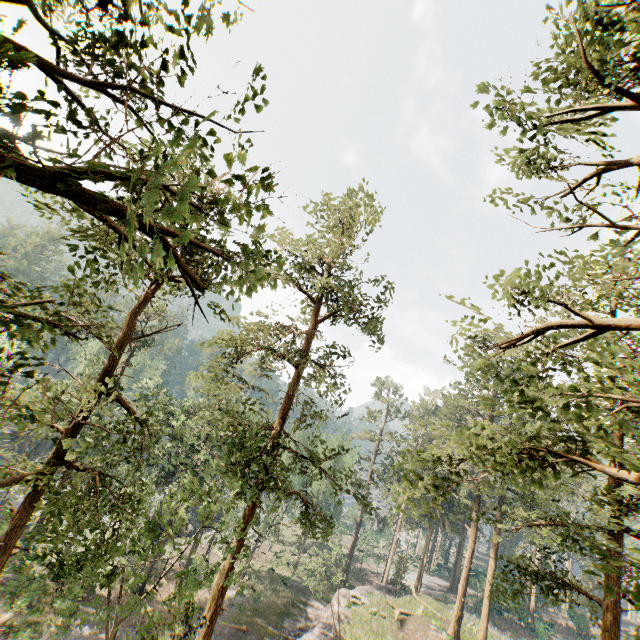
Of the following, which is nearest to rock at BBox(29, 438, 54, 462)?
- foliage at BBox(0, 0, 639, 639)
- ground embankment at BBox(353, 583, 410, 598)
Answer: foliage at BBox(0, 0, 639, 639)

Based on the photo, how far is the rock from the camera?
46.6m

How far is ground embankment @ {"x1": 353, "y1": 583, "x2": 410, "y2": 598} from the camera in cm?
3441

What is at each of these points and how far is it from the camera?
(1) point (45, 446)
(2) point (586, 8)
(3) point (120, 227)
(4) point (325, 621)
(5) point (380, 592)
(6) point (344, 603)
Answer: (1) rock, 48.2m
(2) foliage, 7.3m
(3) foliage, 14.2m
(4) ground embankment, 26.8m
(5) ground embankment, 38.6m
(6) ground embankment, 31.7m

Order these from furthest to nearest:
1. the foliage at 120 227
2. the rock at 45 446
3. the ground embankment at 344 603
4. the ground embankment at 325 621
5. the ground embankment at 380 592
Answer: Answer: the rock at 45 446, the ground embankment at 380 592, the ground embankment at 344 603, the ground embankment at 325 621, the foliage at 120 227

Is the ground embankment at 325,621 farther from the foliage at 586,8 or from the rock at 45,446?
the rock at 45,446
